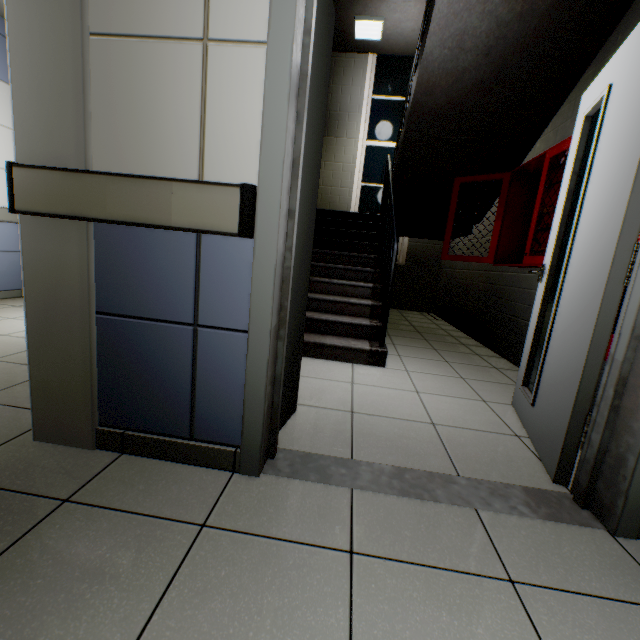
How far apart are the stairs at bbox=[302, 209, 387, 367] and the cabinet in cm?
69

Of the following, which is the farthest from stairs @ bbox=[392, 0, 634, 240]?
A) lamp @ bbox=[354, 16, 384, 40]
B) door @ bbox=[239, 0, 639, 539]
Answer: door @ bbox=[239, 0, 639, 539]

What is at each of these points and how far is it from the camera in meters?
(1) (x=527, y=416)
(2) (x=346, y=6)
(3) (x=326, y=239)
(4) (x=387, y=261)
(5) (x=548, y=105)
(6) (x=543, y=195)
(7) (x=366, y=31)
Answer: (1) door, 2.0
(2) stairs, 5.4
(3) stairs, 4.6
(4) railing, 3.5
(5) stairs, 3.3
(6) cabinet, 3.4
(7) lamp, 5.8

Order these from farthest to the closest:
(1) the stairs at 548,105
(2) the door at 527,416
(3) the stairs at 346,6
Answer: (3) the stairs at 346,6, (1) the stairs at 548,105, (2) the door at 527,416

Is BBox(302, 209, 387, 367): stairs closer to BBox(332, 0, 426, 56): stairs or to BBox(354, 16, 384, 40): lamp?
BBox(332, 0, 426, 56): stairs

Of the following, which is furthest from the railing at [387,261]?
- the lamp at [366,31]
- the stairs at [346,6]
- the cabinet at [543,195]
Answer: the lamp at [366,31]

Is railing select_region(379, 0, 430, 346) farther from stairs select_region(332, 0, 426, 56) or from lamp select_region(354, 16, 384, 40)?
lamp select_region(354, 16, 384, 40)

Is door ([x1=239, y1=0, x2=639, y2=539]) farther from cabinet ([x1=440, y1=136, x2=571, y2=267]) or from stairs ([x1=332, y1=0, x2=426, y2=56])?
stairs ([x1=332, y1=0, x2=426, y2=56])
